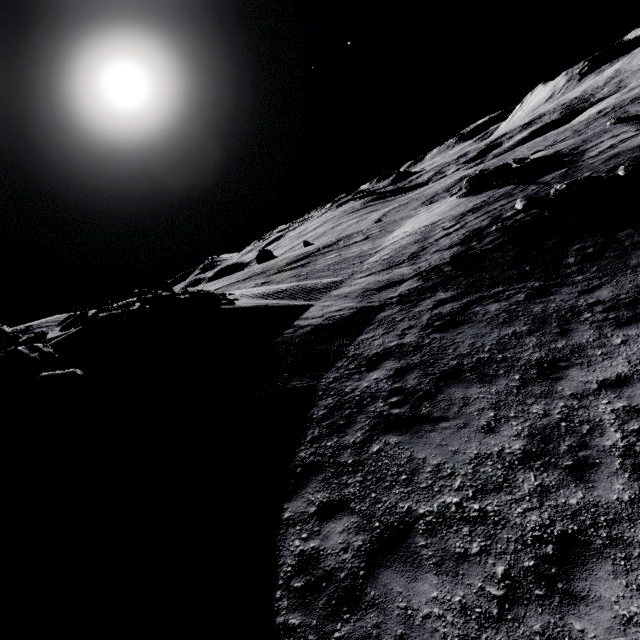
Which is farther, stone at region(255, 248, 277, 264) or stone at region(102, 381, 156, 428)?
stone at region(255, 248, 277, 264)

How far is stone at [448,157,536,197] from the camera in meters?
20.7 m

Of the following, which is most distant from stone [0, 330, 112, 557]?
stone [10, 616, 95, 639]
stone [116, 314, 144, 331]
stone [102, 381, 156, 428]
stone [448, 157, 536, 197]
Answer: stone [448, 157, 536, 197]

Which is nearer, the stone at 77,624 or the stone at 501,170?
the stone at 77,624

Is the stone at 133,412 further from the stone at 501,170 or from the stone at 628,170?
the stone at 501,170

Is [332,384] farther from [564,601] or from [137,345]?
[137,345]

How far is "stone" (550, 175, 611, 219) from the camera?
12.49m

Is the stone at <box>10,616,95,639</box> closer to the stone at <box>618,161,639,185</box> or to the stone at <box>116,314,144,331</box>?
the stone at <box>116,314,144,331</box>
